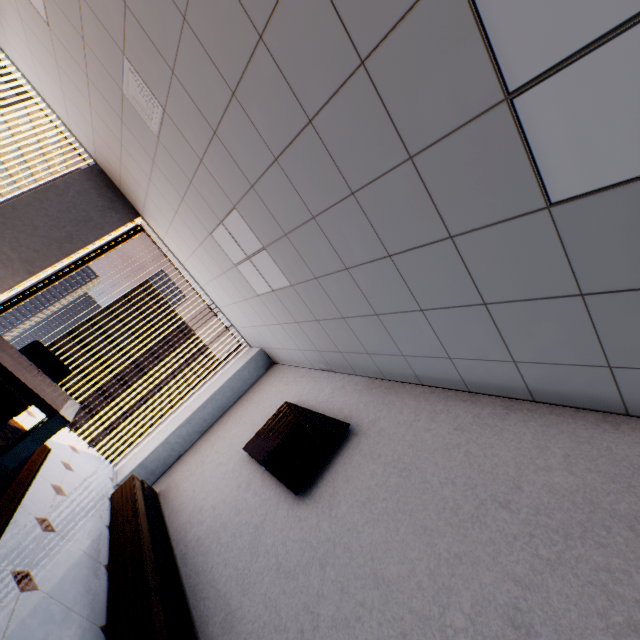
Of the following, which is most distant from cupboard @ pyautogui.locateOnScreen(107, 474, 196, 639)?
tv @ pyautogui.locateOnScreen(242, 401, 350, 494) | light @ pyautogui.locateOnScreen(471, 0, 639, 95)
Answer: light @ pyautogui.locateOnScreen(471, 0, 639, 95)

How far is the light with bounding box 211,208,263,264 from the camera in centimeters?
339cm

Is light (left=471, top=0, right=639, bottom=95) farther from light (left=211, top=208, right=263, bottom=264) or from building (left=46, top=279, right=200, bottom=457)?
building (left=46, top=279, right=200, bottom=457)

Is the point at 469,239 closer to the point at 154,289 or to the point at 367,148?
the point at 367,148

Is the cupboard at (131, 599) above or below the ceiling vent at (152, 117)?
below

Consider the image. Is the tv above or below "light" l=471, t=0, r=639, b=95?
below

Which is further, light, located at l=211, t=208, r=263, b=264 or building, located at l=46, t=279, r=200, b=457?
building, located at l=46, t=279, r=200, b=457

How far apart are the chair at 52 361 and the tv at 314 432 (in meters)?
2.09
